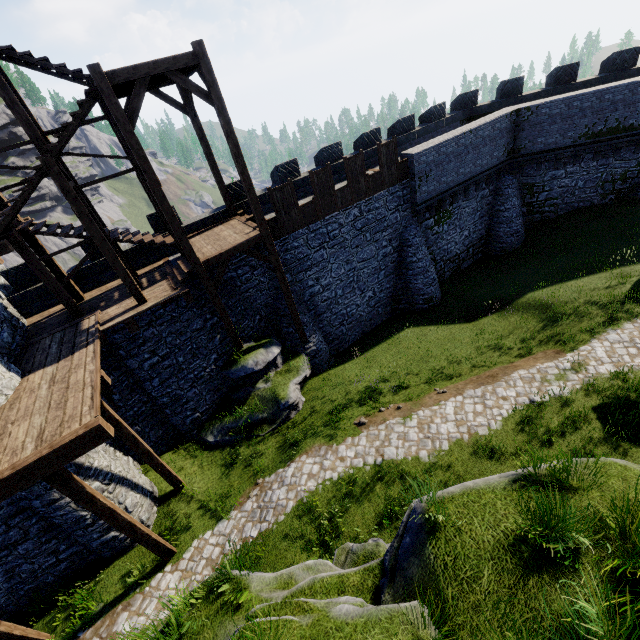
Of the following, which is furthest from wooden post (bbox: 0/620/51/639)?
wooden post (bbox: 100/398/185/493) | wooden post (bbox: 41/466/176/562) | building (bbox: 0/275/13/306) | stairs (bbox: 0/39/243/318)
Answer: stairs (bbox: 0/39/243/318)

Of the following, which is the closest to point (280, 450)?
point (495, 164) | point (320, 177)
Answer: point (320, 177)

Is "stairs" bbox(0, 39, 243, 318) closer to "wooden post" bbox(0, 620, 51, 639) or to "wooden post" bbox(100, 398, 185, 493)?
"wooden post" bbox(100, 398, 185, 493)

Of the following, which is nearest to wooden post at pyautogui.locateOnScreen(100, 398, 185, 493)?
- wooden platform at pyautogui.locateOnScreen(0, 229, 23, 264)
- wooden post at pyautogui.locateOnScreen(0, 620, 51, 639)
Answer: wooden platform at pyautogui.locateOnScreen(0, 229, 23, 264)

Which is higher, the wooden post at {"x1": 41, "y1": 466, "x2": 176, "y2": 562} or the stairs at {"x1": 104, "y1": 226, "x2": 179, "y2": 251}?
the stairs at {"x1": 104, "y1": 226, "x2": 179, "y2": 251}

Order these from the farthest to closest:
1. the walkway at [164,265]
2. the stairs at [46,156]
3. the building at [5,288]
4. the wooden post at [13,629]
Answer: the building at [5,288]
the stairs at [46,156]
the wooden post at [13,629]
the walkway at [164,265]

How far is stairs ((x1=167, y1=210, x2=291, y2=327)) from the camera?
12.34m

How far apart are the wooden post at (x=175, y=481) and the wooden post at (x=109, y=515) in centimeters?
181cm
